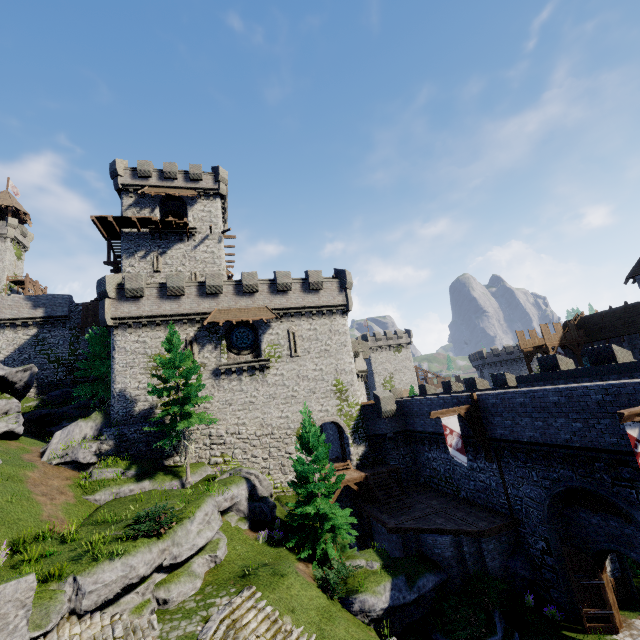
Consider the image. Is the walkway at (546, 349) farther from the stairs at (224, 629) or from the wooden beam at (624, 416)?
the stairs at (224, 629)

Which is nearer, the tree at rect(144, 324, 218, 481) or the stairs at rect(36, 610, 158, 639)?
the stairs at rect(36, 610, 158, 639)

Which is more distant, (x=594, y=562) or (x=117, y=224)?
(x=117, y=224)

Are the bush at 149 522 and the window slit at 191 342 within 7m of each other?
no

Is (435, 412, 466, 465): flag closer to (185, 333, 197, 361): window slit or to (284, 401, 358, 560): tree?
(284, 401, 358, 560): tree

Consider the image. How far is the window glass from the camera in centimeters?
2789cm

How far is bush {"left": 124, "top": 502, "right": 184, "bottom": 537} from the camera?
13.49m

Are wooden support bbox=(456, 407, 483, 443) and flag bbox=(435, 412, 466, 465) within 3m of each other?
yes
